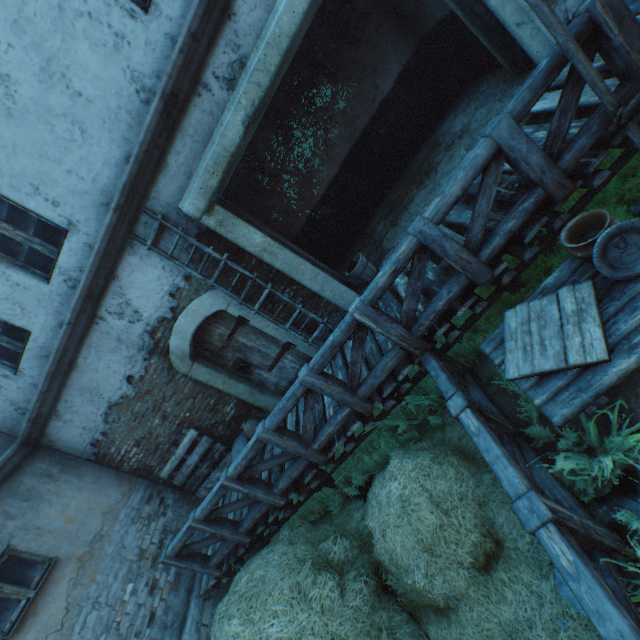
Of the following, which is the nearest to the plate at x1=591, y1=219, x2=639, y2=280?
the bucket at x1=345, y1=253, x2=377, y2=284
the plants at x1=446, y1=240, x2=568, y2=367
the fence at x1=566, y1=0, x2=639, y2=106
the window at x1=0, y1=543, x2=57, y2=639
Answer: the fence at x1=566, y1=0, x2=639, y2=106

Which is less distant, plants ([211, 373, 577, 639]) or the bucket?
plants ([211, 373, 577, 639])

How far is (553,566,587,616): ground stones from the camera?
2.30m

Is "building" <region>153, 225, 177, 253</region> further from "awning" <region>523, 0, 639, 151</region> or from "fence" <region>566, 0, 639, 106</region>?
"awning" <region>523, 0, 639, 151</region>

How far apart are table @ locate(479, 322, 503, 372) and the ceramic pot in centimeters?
1cm

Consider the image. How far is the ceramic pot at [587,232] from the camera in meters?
2.4

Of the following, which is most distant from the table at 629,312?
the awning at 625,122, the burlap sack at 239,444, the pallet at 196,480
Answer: the pallet at 196,480

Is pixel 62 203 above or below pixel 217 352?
above
